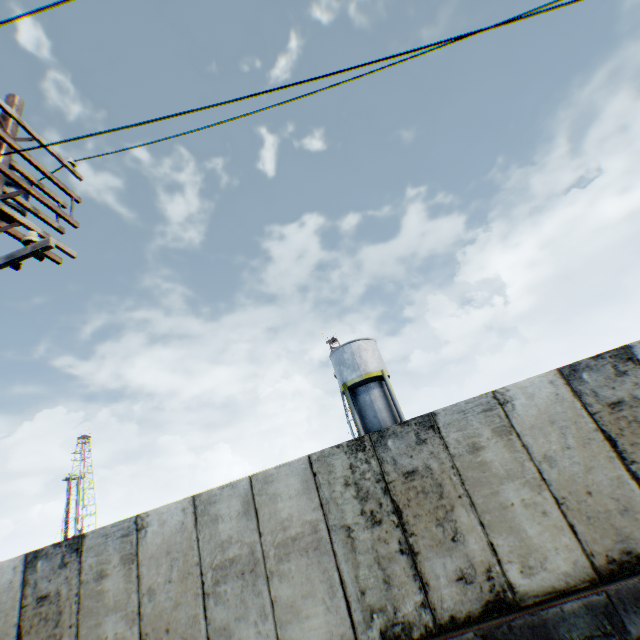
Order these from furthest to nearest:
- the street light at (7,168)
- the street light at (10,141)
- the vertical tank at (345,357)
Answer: the vertical tank at (345,357) → the street light at (10,141) → the street light at (7,168)

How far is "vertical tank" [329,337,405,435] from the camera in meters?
23.2

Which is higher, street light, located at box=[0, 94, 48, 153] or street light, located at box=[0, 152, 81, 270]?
street light, located at box=[0, 94, 48, 153]

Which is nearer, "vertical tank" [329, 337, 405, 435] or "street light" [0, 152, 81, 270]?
"street light" [0, 152, 81, 270]

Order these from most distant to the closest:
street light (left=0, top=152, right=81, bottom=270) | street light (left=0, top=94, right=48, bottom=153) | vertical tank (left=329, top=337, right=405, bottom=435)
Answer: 1. vertical tank (left=329, top=337, right=405, bottom=435)
2. street light (left=0, top=94, right=48, bottom=153)
3. street light (left=0, top=152, right=81, bottom=270)

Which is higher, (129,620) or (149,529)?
(149,529)

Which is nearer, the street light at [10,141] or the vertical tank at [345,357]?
the street light at [10,141]
